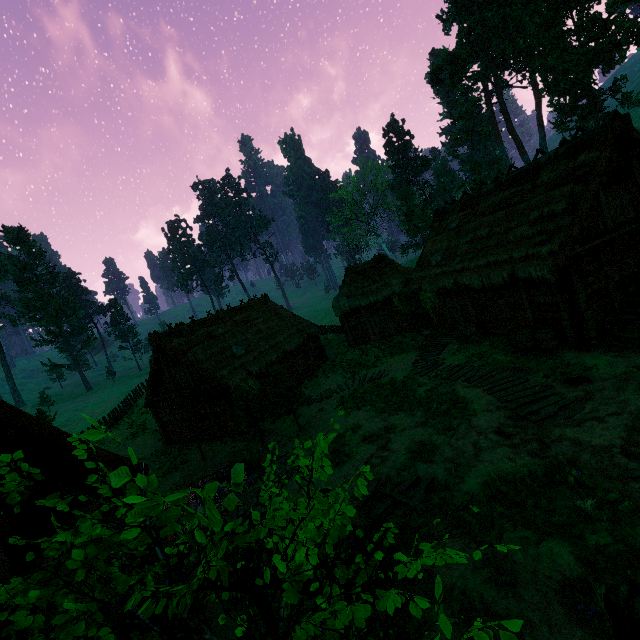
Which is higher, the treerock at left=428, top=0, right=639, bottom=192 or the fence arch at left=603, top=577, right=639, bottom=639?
the treerock at left=428, top=0, right=639, bottom=192

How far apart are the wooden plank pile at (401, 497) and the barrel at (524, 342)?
8.3m

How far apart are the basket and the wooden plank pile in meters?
10.5 m

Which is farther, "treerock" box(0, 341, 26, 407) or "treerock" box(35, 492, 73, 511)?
"treerock" box(0, 341, 26, 407)

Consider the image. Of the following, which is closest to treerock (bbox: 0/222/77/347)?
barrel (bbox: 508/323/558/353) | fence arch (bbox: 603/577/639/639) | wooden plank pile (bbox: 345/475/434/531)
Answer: fence arch (bbox: 603/577/639/639)

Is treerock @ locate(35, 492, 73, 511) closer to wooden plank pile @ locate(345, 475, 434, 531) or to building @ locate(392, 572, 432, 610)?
building @ locate(392, 572, 432, 610)

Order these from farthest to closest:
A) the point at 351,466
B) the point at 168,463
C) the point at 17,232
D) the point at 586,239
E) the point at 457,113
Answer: the point at 17,232 → the point at 457,113 → the point at 168,463 → the point at 586,239 → the point at 351,466

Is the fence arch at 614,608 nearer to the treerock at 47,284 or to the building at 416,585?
the treerock at 47,284
